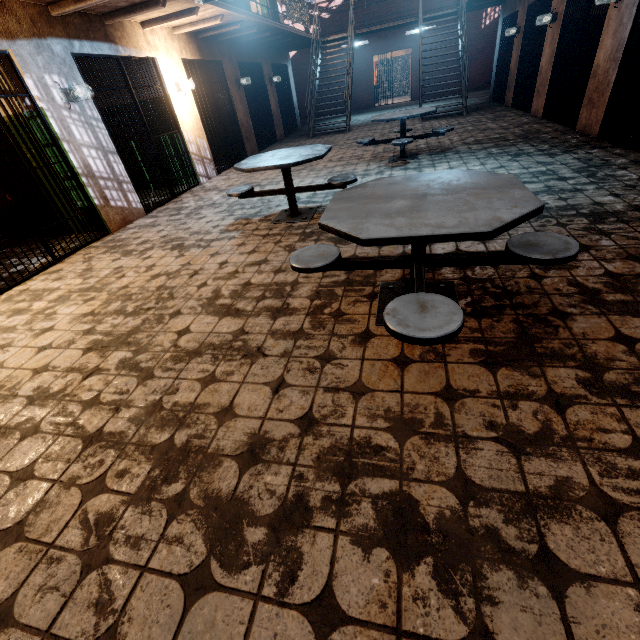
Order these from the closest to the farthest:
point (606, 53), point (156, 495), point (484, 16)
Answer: point (156, 495), point (606, 53), point (484, 16)

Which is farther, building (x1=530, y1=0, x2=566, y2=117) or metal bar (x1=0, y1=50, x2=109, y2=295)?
building (x1=530, y1=0, x2=566, y2=117)

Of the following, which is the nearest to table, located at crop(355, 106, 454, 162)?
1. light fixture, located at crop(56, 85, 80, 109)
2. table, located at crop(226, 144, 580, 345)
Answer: table, located at crop(226, 144, 580, 345)

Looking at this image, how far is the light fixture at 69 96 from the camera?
4.53m

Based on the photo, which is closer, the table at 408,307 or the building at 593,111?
the table at 408,307

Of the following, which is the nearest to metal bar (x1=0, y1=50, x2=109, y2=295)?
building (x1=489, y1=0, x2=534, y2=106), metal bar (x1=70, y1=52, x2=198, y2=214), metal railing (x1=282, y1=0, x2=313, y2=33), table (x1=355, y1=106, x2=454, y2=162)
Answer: metal bar (x1=70, y1=52, x2=198, y2=214)

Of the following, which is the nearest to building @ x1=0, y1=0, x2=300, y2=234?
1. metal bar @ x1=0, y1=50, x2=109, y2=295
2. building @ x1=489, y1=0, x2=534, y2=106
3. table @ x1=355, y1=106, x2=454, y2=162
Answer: metal bar @ x1=0, y1=50, x2=109, y2=295

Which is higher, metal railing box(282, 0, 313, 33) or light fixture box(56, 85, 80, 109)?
metal railing box(282, 0, 313, 33)
